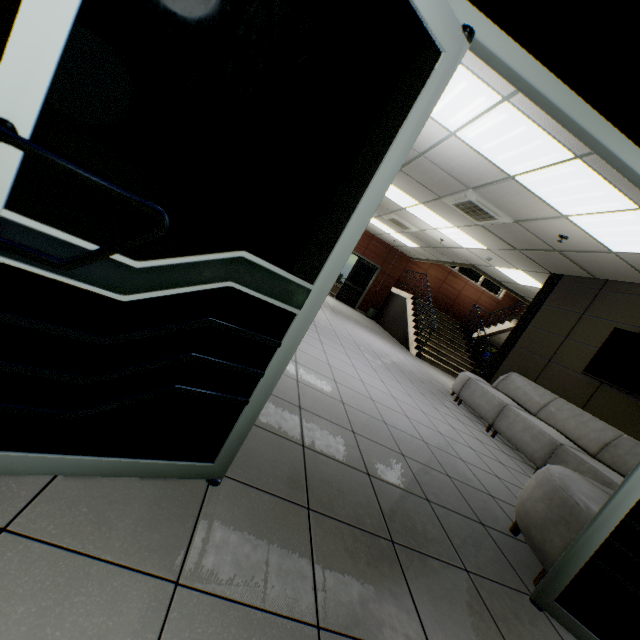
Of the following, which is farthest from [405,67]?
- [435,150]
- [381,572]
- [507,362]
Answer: [507,362]

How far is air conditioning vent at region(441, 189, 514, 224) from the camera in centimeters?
533cm

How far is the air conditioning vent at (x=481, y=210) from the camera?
5.3 meters

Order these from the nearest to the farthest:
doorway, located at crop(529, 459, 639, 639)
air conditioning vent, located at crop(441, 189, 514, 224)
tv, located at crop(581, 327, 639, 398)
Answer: doorway, located at crop(529, 459, 639, 639), tv, located at crop(581, 327, 639, 398), air conditioning vent, located at crop(441, 189, 514, 224)

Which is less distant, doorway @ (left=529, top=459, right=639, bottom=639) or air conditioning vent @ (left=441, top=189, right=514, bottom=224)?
doorway @ (left=529, top=459, right=639, bottom=639)

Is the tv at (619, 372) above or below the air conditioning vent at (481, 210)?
below

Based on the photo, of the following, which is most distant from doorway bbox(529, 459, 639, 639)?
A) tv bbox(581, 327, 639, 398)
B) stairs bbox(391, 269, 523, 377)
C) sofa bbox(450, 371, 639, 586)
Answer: stairs bbox(391, 269, 523, 377)

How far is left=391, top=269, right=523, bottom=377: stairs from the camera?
10.52m
